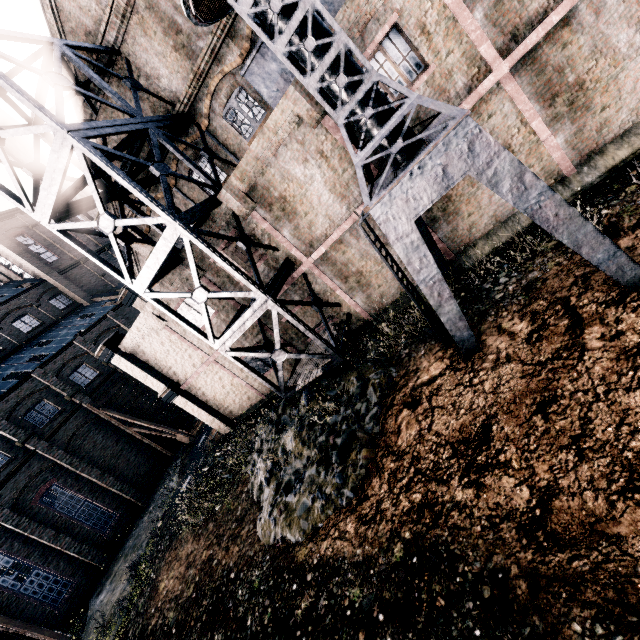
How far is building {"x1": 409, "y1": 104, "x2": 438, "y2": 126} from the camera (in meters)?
10.45

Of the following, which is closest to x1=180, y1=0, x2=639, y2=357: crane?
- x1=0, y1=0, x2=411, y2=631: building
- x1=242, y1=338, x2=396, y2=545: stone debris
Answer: x1=0, y1=0, x2=411, y2=631: building

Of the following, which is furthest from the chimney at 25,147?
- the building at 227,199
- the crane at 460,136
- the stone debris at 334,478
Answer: the crane at 460,136

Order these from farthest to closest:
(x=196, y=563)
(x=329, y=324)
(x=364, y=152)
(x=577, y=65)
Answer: (x=329, y=324) < (x=196, y=563) < (x=577, y=65) < (x=364, y=152)

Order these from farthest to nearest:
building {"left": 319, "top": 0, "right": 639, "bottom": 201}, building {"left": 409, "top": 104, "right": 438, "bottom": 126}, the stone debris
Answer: building {"left": 409, "top": 104, "right": 438, "bottom": 126} → the stone debris → building {"left": 319, "top": 0, "right": 639, "bottom": 201}

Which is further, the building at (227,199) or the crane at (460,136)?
the building at (227,199)

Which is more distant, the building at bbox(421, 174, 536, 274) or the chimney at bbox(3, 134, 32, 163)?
the chimney at bbox(3, 134, 32, 163)
